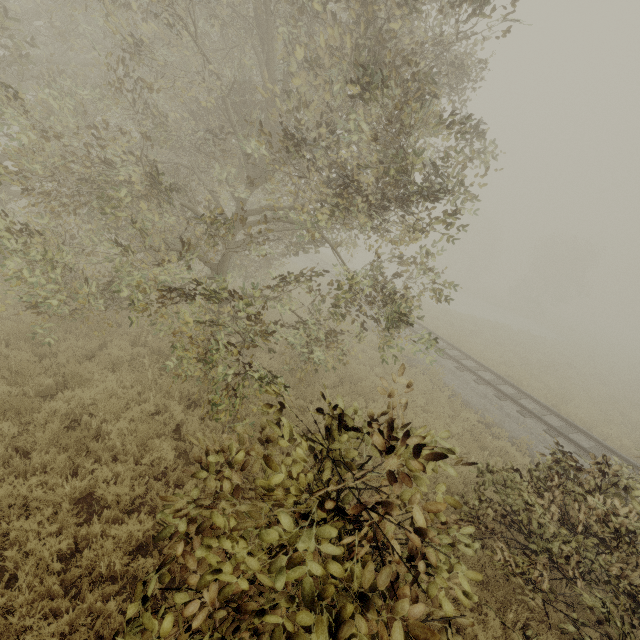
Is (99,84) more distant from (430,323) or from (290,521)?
(430,323)

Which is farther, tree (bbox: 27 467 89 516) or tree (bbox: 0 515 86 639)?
tree (bbox: 27 467 89 516)

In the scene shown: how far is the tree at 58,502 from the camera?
4.5m

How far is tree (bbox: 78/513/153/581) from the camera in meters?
4.1 m

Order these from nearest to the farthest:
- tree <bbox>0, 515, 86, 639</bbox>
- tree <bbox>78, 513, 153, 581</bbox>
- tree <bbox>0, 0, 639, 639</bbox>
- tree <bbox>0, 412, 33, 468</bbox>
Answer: tree <bbox>0, 0, 639, 639</bbox>
tree <bbox>0, 515, 86, 639</bbox>
tree <bbox>78, 513, 153, 581</bbox>
tree <bbox>0, 412, 33, 468</bbox>

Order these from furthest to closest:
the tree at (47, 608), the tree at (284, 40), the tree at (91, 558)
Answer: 1. the tree at (91, 558)
2. the tree at (47, 608)
3. the tree at (284, 40)
